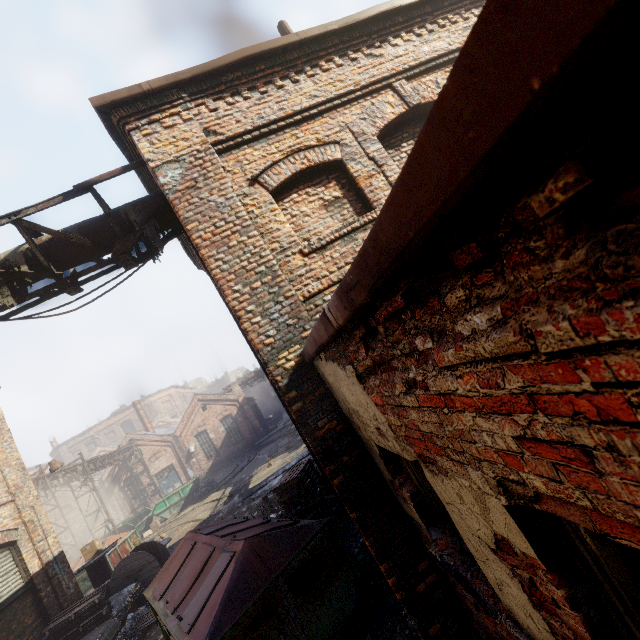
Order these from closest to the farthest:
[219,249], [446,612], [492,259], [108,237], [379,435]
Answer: [492,259] → [379,435] → [446,612] → [219,249] → [108,237]

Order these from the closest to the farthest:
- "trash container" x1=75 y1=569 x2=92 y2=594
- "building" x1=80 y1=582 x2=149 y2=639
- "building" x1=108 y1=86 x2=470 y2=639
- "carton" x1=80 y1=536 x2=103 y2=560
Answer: "building" x1=108 y1=86 x2=470 y2=639, "building" x1=80 y1=582 x2=149 y2=639, "carton" x1=80 y1=536 x2=103 y2=560, "trash container" x1=75 y1=569 x2=92 y2=594

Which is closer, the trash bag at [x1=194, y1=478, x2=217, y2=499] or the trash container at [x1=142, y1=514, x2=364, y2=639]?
the trash container at [x1=142, y1=514, x2=364, y2=639]

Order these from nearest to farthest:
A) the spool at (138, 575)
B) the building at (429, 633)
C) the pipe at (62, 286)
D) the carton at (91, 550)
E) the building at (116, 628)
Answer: the building at (429, 633) < the pipe at (62, 286) < the building at (116, 628) < the spool at (138, 575) < the carton at (91, 550)

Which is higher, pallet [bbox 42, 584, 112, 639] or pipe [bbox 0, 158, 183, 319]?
pipe [bbox 0, 158, 183, 319]

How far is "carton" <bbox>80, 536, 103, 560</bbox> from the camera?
11.66m

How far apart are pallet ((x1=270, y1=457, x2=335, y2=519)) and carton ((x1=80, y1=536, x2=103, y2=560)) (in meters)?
8.44

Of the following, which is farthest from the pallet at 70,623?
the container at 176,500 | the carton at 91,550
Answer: the container at 176,500
